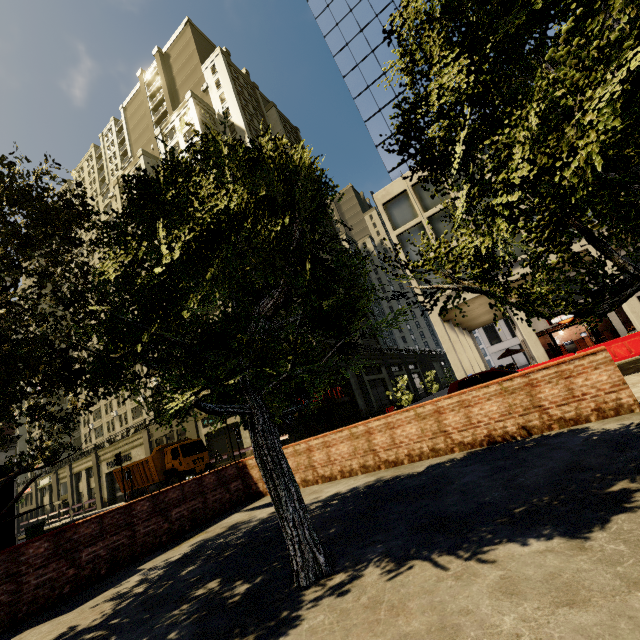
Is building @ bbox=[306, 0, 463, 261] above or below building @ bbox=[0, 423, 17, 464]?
above

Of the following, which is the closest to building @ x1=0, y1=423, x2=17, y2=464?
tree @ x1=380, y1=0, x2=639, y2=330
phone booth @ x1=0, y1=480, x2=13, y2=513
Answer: tree @ x1=380, y1=0, x2=639, y2=330

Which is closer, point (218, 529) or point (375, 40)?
point (218, 529)

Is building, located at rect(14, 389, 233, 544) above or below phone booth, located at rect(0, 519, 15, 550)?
above

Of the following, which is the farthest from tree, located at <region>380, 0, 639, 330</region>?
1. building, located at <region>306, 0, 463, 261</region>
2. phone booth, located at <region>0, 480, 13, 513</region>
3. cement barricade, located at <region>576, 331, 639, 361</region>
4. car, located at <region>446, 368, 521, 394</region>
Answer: cement barricade, located at <region>576, 331, 639, 361</region>

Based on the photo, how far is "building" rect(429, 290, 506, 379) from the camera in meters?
21.9

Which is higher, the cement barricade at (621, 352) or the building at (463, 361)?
the building at (463, 361)

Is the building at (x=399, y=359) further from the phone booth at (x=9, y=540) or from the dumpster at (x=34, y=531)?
the phone booth at (x=9, y=540)
